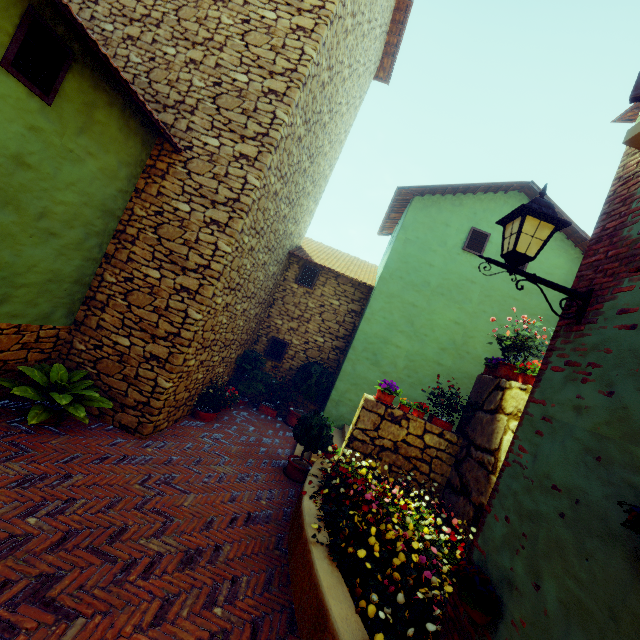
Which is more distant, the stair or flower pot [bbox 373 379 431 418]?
Answer: the stair

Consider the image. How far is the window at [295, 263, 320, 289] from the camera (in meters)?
10.00

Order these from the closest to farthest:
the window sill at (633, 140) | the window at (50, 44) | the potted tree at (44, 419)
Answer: the window sill at (633, 140) < the window at (50, 44) < the potted tree at (44, 419)

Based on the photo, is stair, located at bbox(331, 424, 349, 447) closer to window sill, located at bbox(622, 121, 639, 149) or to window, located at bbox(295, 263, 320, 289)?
window, located at bbox(295, 263, 320, 289)

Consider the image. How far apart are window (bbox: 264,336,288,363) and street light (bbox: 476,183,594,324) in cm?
779

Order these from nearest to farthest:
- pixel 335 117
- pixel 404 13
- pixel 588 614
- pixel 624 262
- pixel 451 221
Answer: pixel 588 614 < pixel 624 262 < pixel 335 117 < pixel 451 221 < pixel 404 13

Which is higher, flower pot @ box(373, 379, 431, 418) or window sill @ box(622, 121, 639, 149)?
window sill @ box(622, 121, 639, 149)

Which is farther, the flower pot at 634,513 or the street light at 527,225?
the street light at 527,225
